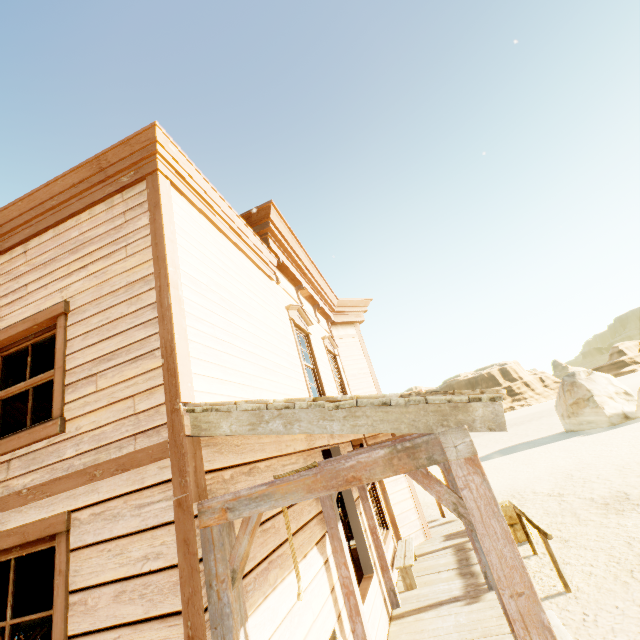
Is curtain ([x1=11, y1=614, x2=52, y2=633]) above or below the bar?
above

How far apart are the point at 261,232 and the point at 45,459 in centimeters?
476cm

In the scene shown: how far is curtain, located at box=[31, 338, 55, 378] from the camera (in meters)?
3.51

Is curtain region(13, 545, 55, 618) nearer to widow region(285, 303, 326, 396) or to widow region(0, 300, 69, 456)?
widow region(0, 300, 69, 456)

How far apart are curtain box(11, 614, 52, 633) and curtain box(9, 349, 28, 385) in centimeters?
143cm

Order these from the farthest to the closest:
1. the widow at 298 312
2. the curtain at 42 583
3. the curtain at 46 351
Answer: the widow at 298 312
the curtain at 46 351
the curtain at 42 583

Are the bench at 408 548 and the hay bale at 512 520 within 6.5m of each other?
yes

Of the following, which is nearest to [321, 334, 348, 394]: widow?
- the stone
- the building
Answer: the building
